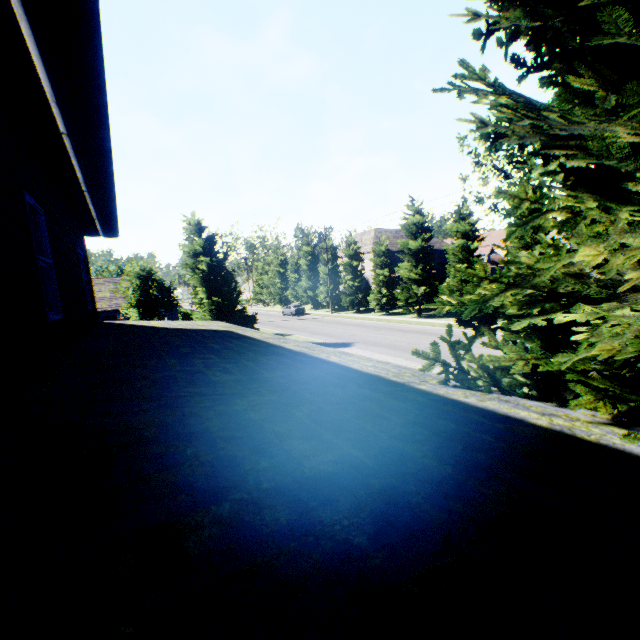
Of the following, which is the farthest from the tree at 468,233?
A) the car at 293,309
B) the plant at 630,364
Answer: the plant at 630,364

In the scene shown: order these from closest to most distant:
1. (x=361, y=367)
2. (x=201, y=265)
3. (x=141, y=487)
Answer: (x=141, y=487) < (x=361, y=367) < (x=201, y=265)

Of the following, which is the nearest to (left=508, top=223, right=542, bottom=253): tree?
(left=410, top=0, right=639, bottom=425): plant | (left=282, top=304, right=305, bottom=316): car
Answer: (left=282, top=304, right=305, bottom=316): car

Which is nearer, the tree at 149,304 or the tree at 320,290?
the tree at 149,304

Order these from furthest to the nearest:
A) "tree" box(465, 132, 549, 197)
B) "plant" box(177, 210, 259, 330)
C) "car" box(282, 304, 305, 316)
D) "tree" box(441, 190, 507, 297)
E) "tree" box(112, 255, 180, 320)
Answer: A: "car" box(282, 304, 305, 316) < "tree" box(441, 190, 507, 297) < "tree" box(112, 255, 180, 320) < "tree" box(465, 132, 549, 197) < "plant" box(177, 210, 259, 330)

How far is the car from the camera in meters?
45.8

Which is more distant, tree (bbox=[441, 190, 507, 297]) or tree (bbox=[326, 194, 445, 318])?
tree (bbox=[326, 194, 445, 318])

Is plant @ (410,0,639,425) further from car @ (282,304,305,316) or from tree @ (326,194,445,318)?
car @ (282,304,305,316)
